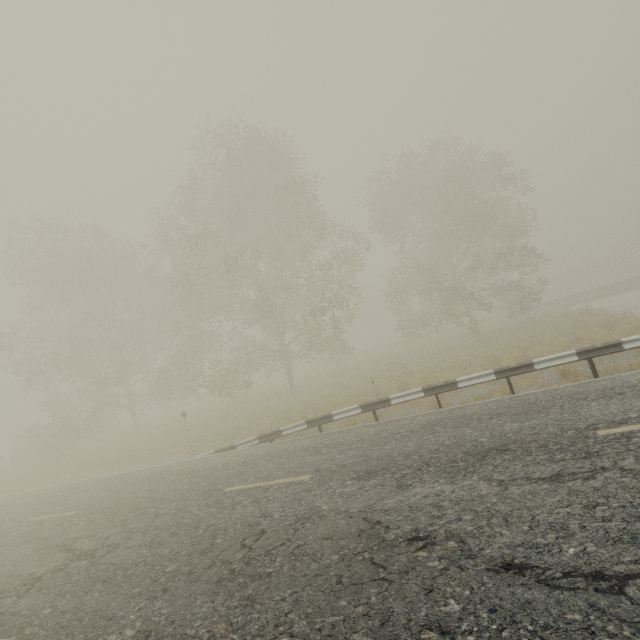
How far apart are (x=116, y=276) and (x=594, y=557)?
28.3m

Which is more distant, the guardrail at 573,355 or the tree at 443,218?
the tree at 443,218

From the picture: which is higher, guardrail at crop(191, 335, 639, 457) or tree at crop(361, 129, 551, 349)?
tree at crop(361, 129, 551, 349)

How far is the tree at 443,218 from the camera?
22.08m

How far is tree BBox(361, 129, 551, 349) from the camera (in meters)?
22.08

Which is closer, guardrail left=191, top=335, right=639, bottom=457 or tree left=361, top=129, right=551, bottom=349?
guardrail left=191, top=335, right=639, bottom=457
